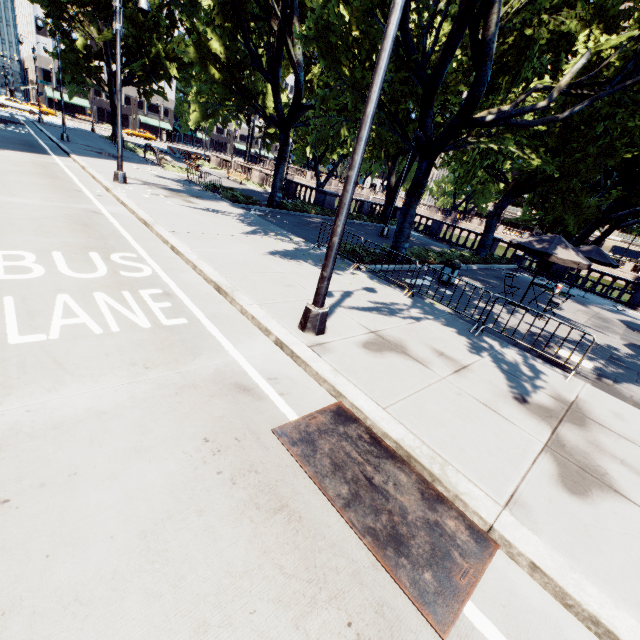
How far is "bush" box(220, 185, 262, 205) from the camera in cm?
1881

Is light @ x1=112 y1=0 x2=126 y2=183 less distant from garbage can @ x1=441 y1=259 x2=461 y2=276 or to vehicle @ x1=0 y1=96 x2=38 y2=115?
garbage can @ x1=441 y1=259 x2=461 y2=276

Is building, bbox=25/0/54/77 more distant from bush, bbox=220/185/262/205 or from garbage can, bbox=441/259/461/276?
garbage can, bbox=441/259/461/276

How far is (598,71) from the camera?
13.7 meters

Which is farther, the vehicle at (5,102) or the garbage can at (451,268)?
the vehicle at (5,102)

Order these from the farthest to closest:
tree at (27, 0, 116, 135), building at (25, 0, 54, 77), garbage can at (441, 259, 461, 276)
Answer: building at (25, 0, 54, 77), tree at (27, 0, 116, 135), garbage can at (441, 259, 461, 276)

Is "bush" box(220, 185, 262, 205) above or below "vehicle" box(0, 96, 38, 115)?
below

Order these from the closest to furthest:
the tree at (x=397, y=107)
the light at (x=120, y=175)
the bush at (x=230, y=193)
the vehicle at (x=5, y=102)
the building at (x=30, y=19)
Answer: the tree at (x=397, y=107)
the light at (x=120, y=175)
the bush at (x=230, y=193)
the vehicle at (x=5, y=102)
the building at (x=30, y=19)
